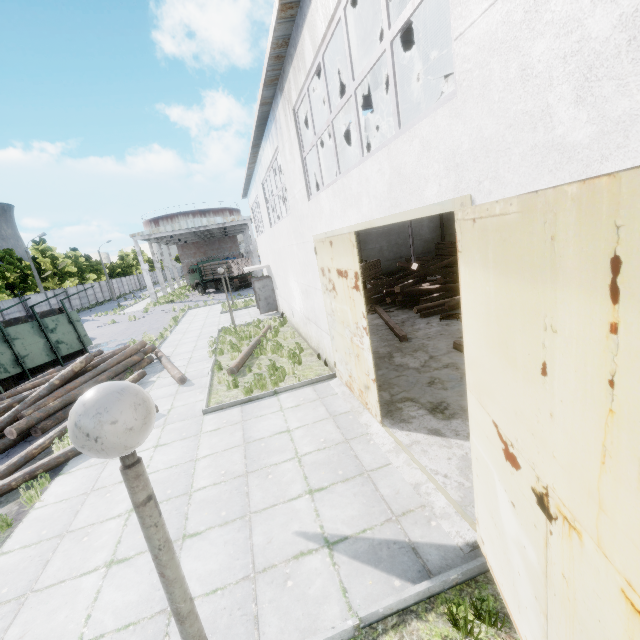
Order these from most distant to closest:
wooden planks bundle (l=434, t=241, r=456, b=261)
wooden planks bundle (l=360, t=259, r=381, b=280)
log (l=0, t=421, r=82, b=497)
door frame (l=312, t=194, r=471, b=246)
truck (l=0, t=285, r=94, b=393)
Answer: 1. wooden planks bundle (l=434, t=241, r=456, b=261)
2. wooden planks bundle (l=360, t=259, r=381, b=280)
3. truck (l=0, t=285, r=94, b=393)
4. log (l=0, t=421, r=82, b=497)
5. door frame (l=312, t=194, r=471, b=246)

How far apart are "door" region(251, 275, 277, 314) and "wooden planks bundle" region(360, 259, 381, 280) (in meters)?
5.27

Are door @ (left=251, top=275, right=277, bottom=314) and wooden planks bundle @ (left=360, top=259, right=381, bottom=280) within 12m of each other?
yes

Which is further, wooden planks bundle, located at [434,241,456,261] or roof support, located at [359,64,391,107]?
wooden planks bundle, located at [434,241,456,261]

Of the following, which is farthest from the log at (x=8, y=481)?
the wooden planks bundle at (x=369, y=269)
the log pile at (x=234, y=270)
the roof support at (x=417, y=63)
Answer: the log pile at (x=234, y=270)

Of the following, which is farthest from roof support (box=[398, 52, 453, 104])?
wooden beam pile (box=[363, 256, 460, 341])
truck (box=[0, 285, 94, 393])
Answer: truck (box=[0, 285, 94, 393])

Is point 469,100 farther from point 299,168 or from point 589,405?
point 299,168

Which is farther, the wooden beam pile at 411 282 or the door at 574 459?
the wooden beam pile at 411 282
